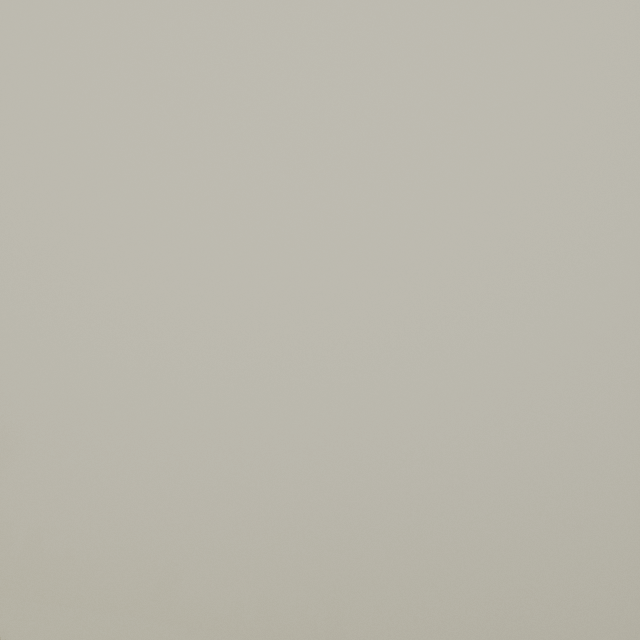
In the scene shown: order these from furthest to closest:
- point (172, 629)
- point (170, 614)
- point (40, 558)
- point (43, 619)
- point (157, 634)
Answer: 1. point (170, 614)
2. point (40, 558)
3. point (172, 629)
4. point (157, 634)
5. point (43, 619)
